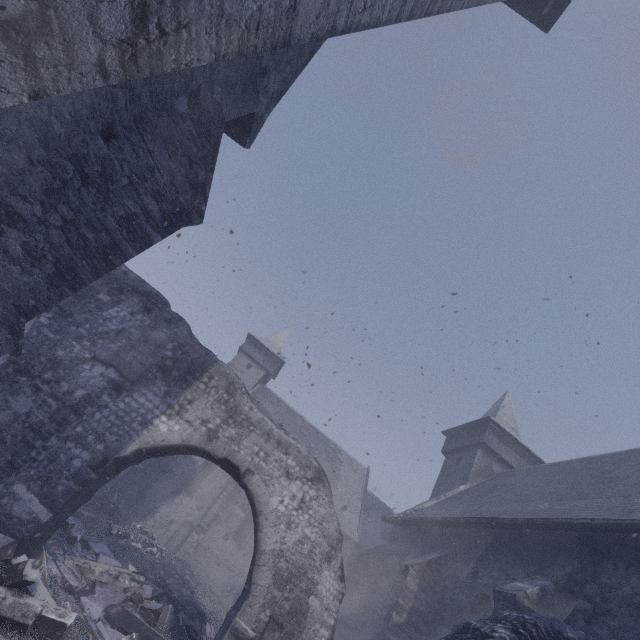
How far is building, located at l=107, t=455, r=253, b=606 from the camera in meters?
18.7 m

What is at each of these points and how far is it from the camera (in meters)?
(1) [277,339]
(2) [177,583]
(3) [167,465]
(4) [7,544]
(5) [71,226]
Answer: (1) building, 32.12
(2) instancedfoliageactor, 10.77
(3) building, 20.64
(4) instancedfoliageactor, 3.96
(5) building, 3.76

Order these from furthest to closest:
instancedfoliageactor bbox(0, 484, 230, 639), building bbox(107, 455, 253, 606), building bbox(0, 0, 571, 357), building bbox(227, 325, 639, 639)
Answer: building bbox(107, 455, 253, 606), building bbox(227, 325, 639, 639), instancedfoliageactor bbox(0, 484, 230, 639), building bbox(0, 0, 571, 357)

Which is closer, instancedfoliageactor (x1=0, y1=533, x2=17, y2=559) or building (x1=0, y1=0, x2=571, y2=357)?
building (x1=0, y1=0, x2=571, y2=357)

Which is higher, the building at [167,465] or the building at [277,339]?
the building at [277,339]

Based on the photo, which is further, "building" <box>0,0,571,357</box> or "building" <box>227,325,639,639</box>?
"building" <box>227,325,639,639</box>

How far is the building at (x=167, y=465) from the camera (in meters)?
18.66
